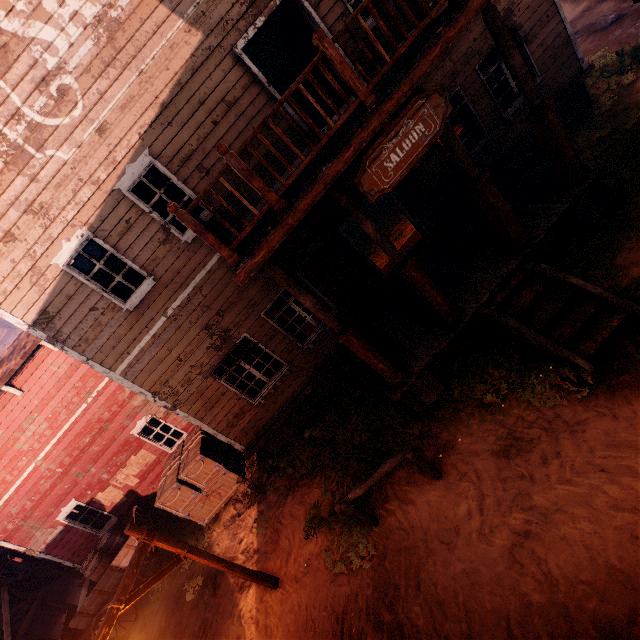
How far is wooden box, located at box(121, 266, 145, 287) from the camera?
7.45m

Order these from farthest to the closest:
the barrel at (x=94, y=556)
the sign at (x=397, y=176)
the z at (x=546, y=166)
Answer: the barrel at (x=94, y=556) < the z at (x=546, y=166) < the sign at (x=397, y=176)

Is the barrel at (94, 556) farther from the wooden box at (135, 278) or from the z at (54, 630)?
the wooden box at (135, 278)

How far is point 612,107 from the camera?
8.47m

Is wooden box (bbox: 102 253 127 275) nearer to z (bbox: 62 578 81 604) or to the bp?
z (bbox: 62 578 81 604)

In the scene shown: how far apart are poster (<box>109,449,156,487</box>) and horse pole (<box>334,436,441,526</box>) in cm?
833

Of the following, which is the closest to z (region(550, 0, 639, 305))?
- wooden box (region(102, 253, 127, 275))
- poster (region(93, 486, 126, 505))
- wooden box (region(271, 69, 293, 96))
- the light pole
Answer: the light pole

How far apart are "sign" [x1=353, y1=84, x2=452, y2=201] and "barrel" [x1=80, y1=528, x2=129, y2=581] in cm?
1261
